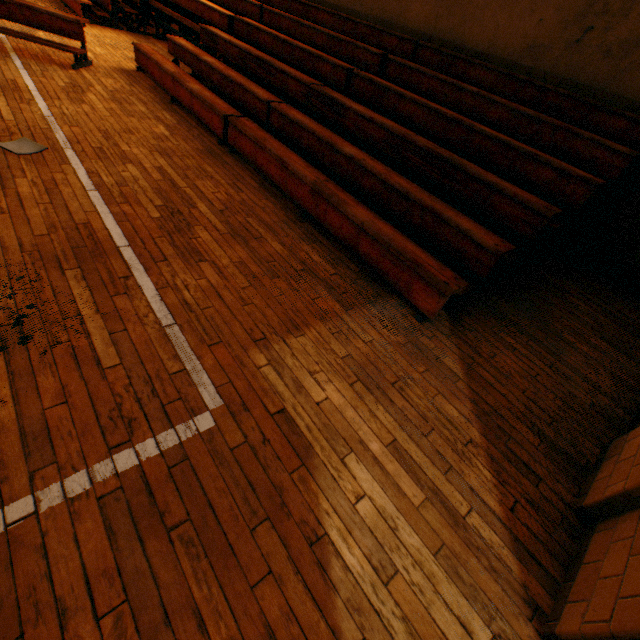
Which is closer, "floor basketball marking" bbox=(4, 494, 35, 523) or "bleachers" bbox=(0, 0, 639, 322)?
"floor basketball marking" bbox=(4, 494, 35, 523)

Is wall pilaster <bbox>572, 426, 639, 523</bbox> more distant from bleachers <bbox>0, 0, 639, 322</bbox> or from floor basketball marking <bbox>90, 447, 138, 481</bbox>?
floor basketball marking <bbox>90, 447, 138, 481</bbox>

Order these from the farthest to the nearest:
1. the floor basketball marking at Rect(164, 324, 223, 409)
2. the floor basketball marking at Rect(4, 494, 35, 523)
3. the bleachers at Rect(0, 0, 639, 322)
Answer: the bleachers at Rect(0, 0, 639, 322) → the floor basketball marking at Rect(164, 324, 223, 409) → the floor basketball marking at Rect(4, 494, 35, 523)

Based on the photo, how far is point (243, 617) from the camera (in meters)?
1.30

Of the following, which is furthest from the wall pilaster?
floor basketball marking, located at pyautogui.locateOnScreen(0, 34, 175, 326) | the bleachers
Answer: floor basketball marking, located at pyautogui.locateOnScreen(0, 34, 175, 326)

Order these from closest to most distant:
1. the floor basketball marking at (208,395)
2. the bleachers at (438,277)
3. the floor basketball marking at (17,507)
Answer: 1. the floor basketball marking at (17,507)
2. the floor basketball marking at (208,395)
3. the bleachers at (438,277)

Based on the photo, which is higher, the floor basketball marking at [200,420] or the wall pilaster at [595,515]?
the wall pilaster at [595,515]

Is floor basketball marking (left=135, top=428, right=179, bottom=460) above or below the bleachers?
below
